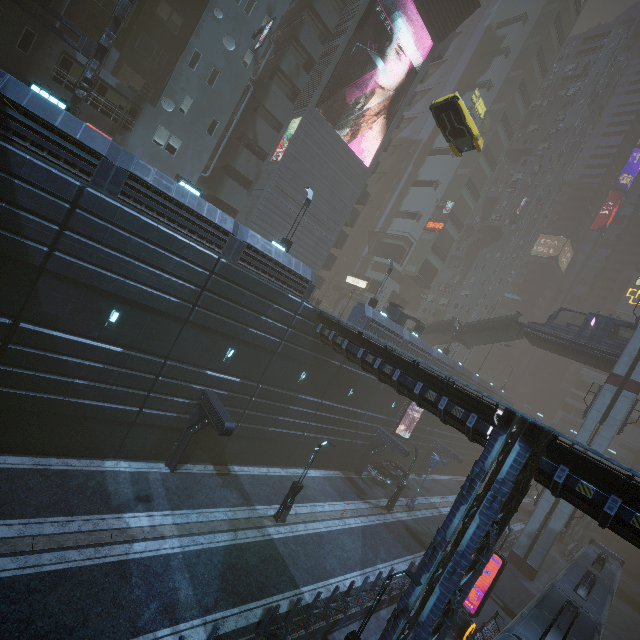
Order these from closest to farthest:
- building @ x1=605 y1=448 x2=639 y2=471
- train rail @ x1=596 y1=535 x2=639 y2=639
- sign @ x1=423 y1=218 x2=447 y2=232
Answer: train rail @ x1=596 y1=535 x2=639 y2=639, sign @ x1=423 y1=218 x2=447 y2=232, building @ x1=605 y1=448 x2=639 y2=471

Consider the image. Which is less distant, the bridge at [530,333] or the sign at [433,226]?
the bridge at [530,333]

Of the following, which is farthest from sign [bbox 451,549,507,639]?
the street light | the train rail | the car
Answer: the car

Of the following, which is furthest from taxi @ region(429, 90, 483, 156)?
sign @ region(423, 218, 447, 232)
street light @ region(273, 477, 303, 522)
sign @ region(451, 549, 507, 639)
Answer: sign @ region(451, 549, 507, 639)

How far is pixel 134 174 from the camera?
13.6m

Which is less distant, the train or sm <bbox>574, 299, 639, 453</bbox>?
the train

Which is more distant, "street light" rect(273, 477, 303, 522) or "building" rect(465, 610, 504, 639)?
"street light" rect(273, 477, 303, 522)

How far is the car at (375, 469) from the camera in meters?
29.2 m
